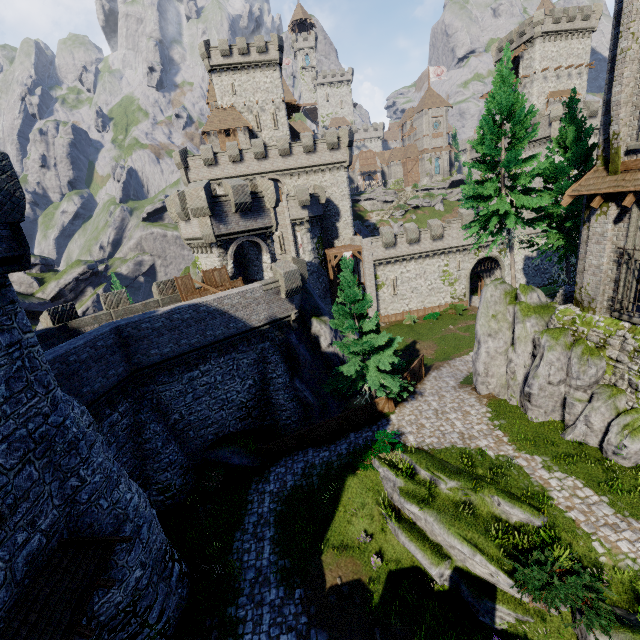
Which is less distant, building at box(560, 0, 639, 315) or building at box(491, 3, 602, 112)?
building at box(560, 0, 639, 315)

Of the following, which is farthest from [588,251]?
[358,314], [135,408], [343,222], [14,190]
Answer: [343,222]

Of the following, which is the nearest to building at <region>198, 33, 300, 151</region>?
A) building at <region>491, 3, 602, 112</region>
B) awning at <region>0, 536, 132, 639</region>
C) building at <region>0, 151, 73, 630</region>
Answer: building at <region>491, 3, 602, 112</region>

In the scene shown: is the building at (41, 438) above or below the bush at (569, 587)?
above

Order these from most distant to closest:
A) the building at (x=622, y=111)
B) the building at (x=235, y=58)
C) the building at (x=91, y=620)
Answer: the building at (x=235, y=58) < the building at (x=622, y=111) < the building at (x=91, y=620)

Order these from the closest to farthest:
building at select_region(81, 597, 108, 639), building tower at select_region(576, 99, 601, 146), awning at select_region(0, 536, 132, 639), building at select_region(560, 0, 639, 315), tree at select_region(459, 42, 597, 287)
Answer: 1. awning at select_region(0, 536, 132, 639)
2. building at select_region(81, 597, 108, 639)
3. building at select_region(560, 0, 639, 315)
4. tree at select_region(459, 42, 597, 287)
5. building tower at select_region(576, 99, 601, 146)

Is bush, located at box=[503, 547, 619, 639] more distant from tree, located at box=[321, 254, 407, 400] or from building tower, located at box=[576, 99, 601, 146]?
building tower, located at box=[576, 99, 601, 146]

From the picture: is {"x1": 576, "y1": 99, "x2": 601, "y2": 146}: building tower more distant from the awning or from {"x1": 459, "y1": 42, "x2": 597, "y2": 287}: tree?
the awning
